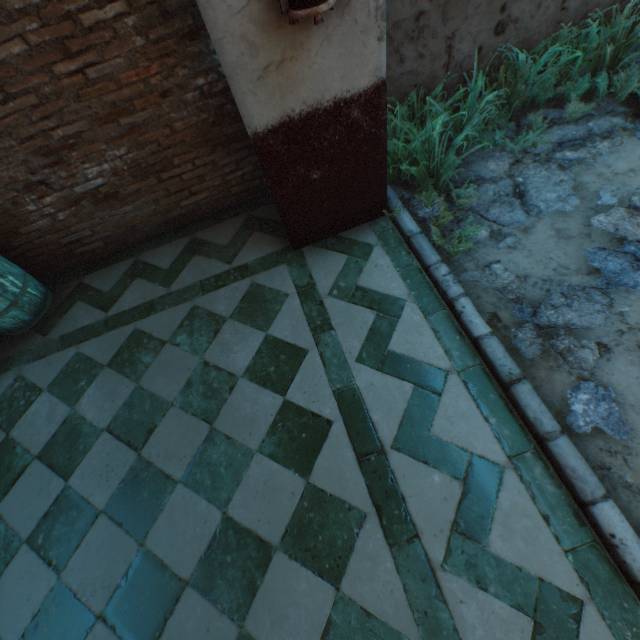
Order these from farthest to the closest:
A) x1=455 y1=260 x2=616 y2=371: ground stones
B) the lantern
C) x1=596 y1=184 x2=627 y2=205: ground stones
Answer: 1. x1=596 y1=184 x2=627 y2=205: ground stones
2. x1=455 y1=260 x2=616 y2=371: ground stones
3. the lantern

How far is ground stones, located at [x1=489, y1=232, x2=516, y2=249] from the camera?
2.81m

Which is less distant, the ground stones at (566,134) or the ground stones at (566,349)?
the ground stones at (566,349)

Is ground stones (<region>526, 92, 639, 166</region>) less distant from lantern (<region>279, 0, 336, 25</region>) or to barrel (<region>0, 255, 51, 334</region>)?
lantern (<region>279, 0, 336, 25</region>)

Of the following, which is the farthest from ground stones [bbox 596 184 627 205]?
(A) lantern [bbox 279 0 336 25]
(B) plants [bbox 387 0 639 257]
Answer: (A) lantern [bbox 279 0 336 25]

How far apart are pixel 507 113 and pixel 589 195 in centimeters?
128cm

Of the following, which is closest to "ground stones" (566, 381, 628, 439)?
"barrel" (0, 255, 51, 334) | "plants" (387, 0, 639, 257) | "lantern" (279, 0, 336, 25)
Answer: "plants" (387, 0, 639, 257)

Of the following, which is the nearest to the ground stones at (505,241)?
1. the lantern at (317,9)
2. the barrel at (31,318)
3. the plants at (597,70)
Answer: the plants at (597,70)
